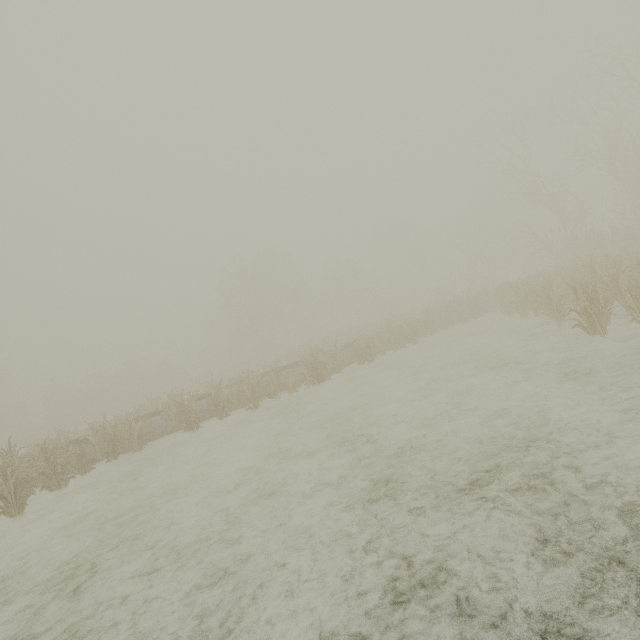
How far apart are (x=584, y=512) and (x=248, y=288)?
37.5m
